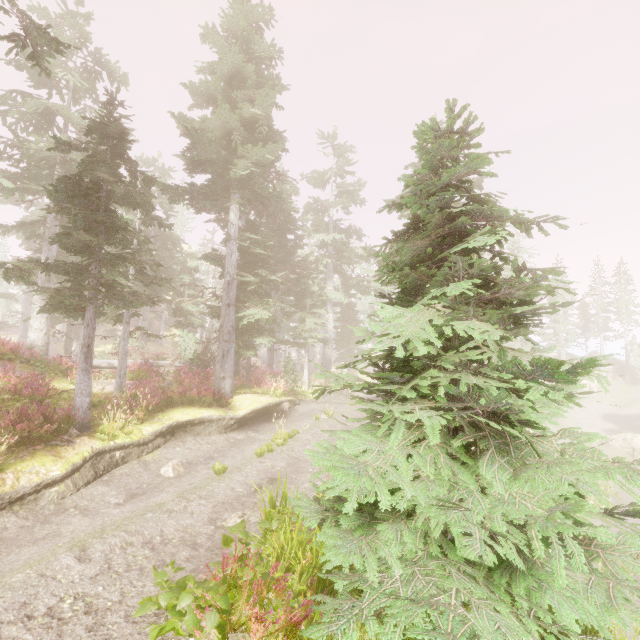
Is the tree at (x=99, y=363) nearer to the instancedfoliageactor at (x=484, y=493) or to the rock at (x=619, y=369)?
the instancedfoliageactor at (x=484, y=493)

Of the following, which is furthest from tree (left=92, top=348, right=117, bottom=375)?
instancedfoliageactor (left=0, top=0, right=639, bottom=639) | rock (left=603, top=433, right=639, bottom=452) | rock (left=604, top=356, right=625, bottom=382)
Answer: rock (left=604, top=356, right=625, bottom=382)

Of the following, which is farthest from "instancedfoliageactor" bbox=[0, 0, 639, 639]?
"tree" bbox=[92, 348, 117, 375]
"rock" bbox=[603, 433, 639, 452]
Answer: "rock" bbox=[603, 433, 639, 452]

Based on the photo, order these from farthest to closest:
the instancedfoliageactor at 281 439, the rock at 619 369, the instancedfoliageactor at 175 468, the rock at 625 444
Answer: the rock at 619 369 < the rock at 625 444 < the instancedfoliageactor at 281 439 < the instancedfoliageactor at 175 468

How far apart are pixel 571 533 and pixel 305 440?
11.6 meters

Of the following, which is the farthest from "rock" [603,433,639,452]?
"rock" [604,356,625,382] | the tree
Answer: the tree

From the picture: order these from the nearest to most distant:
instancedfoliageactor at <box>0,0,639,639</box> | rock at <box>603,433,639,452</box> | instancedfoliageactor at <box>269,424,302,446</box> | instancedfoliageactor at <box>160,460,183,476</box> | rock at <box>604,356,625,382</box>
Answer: instancedfoliageactor at <box>0,0,639,639</box> → instancedfoliageactor at <box>160,460,183,476</box> → instancedfoliageactor at <box>269,424,302,446</box> → rock at <box>603,433,639,452</box> → rock at <box>604,356,625,382</box>
